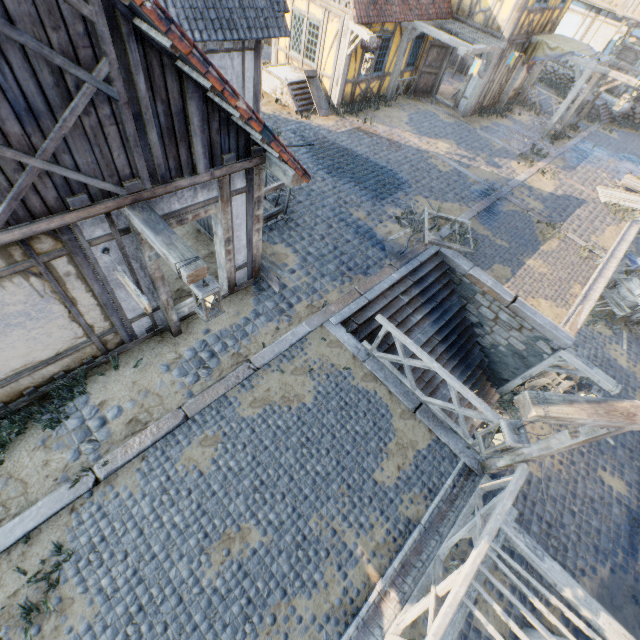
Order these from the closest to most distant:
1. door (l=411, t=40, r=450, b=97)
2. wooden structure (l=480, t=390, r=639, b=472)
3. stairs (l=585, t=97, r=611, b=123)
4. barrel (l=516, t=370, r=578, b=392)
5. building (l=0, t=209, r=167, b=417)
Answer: wooden structure (l=480, t=390, r=639, b=472) → building (l=0, t=209, r=167, b=417) → barrel (l=516, t=370, r=578, b=392) → door (l=411, t=40, r=450, b=97) → stairs (l=585, t=97, r=611, b=123)

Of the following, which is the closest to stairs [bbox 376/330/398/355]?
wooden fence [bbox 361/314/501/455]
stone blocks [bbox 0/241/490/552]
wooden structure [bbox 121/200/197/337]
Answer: stone blocks [bbox 0/241/490/552]

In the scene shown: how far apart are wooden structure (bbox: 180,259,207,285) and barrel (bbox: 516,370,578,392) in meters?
11.0

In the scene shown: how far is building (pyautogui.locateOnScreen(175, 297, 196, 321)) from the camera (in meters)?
6.41

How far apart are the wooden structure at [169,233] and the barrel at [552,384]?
10.99m

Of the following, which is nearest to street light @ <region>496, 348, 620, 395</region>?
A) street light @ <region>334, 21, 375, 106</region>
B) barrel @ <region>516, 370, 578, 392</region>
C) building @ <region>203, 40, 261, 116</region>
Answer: barrel @ <region>516, 370, 578, 392</region>

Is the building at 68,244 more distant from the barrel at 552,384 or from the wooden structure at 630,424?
the barrel at 552,384

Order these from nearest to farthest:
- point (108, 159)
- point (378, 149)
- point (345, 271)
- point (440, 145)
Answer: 1. point (108, 159)
2. point (345, 271)
3. point (378, 149)
4. point (440, 145)
